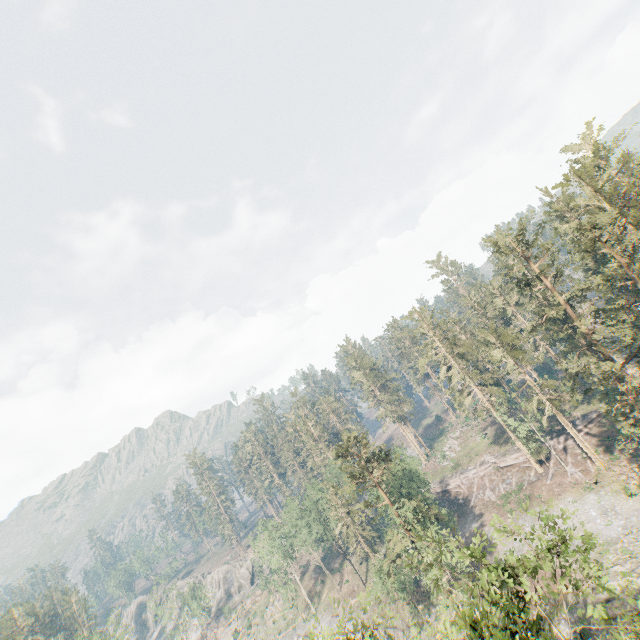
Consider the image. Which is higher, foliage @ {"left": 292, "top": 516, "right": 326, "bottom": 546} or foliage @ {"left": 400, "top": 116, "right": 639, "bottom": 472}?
foliage @ {"left": 400, "top": 116, "right": 639, "bottom": 472}

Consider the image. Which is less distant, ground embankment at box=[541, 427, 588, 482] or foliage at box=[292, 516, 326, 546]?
ground embankment at box=[541, 427, 588, 482]

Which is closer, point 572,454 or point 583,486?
point 583,486

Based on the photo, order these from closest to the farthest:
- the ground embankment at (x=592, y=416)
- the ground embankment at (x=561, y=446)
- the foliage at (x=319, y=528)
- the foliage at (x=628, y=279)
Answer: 1. the foliage at (x=628, y=279)
2. the ground embankment at (x=561, y=446)
3. the ground embankment at (x=592, y=416)
4. the foliage at (x=319, y=528)

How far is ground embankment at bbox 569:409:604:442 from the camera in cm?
4928

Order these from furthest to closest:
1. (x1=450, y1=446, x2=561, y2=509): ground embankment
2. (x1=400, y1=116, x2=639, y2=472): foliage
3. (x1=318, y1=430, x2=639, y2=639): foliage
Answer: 1. (x1=450, y1=446, x2=561, y2=509): ground embankment
2. (x1=400, y1=116, x2=639, y2=472): foliage
3. (x1=318, y1=430, x2=639, y2=639): foliage

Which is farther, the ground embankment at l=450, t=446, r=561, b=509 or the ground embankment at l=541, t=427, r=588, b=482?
the ground embankment at l=450, t=446, r=561, b=509

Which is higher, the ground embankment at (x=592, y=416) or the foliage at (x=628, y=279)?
the foliage at (x=628, y=279)
